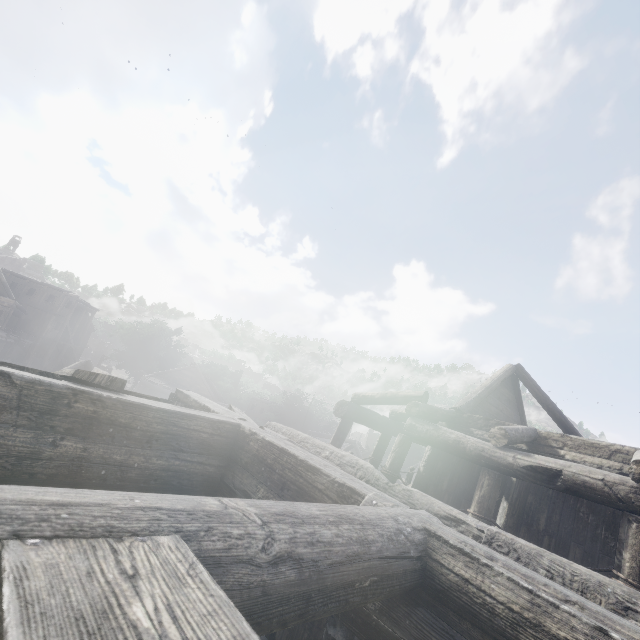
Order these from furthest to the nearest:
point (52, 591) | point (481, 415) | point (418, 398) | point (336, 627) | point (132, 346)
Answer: point (132, 346) < point (481, 415) < point (418, 398) < point (336, 627) < point (52, 591)
